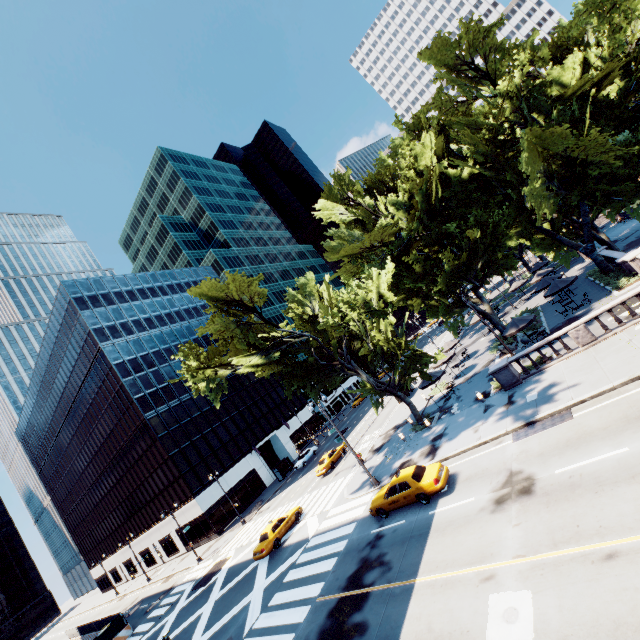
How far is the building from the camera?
46.6m

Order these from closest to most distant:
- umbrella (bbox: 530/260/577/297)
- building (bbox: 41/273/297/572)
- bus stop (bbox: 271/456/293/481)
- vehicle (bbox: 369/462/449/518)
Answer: vehicle (bbox: 369/462/449/518) → umbrella (bbox: 530/260/577/297) → building (bbox: 41/273/297/572) → bus stop (bbox: 271/456/293/481)

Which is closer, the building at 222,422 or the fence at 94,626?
the fence at 94,626

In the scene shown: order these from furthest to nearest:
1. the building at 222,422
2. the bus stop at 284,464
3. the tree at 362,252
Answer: the bus stop at 284,464, the building at 222,422, the tree at 362,252

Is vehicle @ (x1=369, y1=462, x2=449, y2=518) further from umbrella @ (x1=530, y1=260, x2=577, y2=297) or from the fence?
the fence

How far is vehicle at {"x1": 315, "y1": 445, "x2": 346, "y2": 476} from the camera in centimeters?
3466cm

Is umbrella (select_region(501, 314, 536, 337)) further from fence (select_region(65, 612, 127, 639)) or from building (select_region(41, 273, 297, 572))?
fence (select_region(65, 612, 127, 639))

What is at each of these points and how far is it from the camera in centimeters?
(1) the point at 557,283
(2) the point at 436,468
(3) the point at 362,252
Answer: (1) umbrella, 2750cm
(2) vehicle, 1695cm
(3) tree, 3098cm
